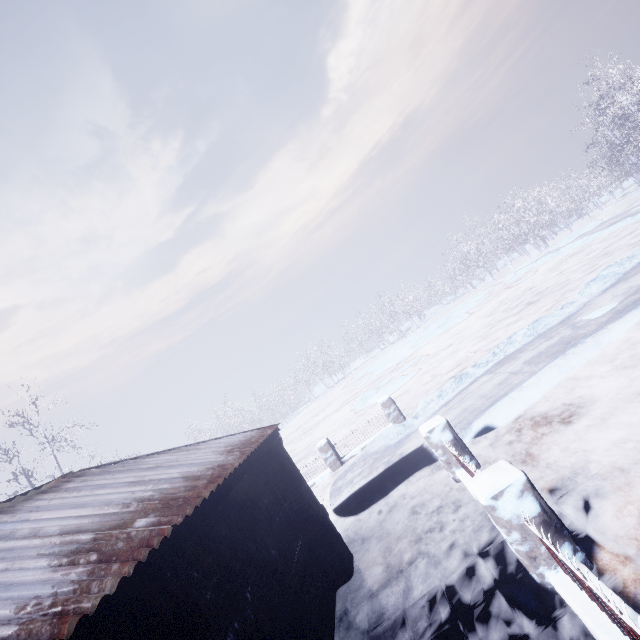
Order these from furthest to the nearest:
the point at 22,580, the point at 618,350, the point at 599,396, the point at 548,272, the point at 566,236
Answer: the point at 566,236
the point at 548,272
the point at 618,350
the point at 599,396
the point at 22,580

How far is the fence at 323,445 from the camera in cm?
989

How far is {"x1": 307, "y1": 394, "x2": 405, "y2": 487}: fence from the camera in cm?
989

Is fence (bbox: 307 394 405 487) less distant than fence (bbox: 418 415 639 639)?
No

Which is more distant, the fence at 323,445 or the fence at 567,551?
the fence at 323,445
